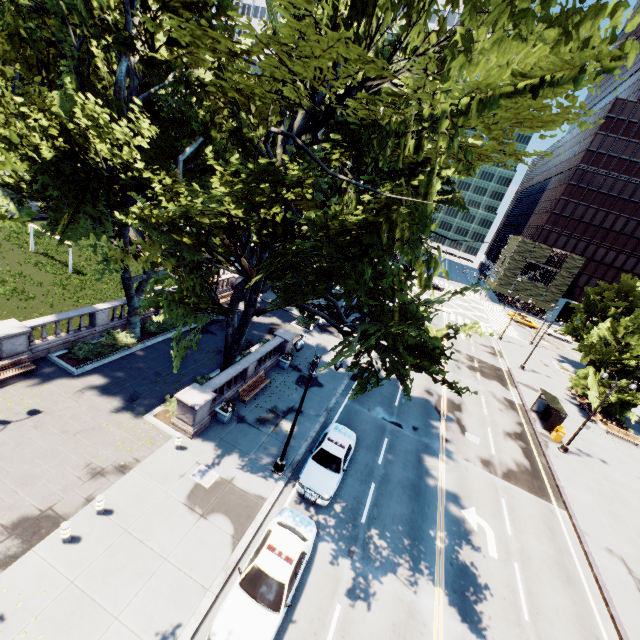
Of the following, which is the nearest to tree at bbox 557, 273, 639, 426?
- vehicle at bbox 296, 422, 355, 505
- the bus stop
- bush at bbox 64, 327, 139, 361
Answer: bush at bbox 64, 327, 139, 361

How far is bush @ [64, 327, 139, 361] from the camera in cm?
1922

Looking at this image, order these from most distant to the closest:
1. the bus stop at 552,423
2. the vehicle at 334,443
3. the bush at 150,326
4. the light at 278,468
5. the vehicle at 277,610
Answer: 1. the bus stop at 552,423
2. the bush at 150,326
3. the vehicle at 334,443
4. the light at 278,468
5. the vehicle at 277,610

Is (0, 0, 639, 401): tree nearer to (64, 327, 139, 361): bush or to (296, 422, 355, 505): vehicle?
(64, 327, 139, 361): bush

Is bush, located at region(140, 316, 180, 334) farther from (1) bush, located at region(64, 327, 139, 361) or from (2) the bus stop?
(2) the bus stop

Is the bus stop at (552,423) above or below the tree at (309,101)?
below

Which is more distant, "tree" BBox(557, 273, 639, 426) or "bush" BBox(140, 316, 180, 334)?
"tree" BBox(557, 273, 639, 426)

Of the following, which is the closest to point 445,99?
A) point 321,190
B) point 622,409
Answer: point 321,190
